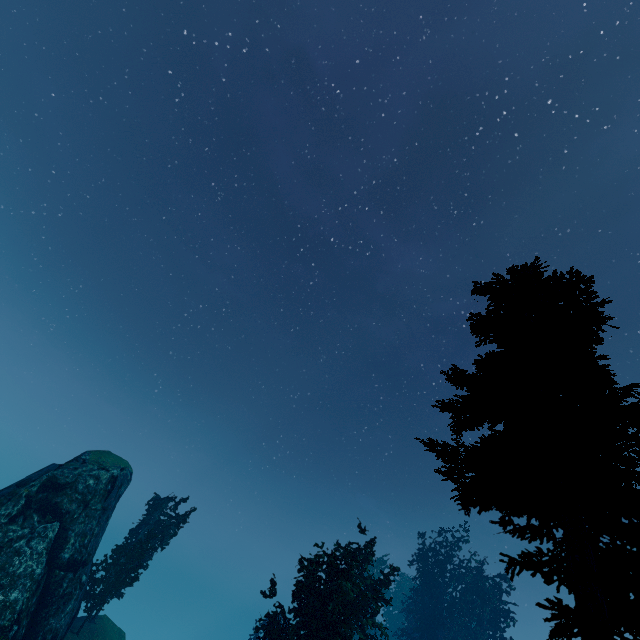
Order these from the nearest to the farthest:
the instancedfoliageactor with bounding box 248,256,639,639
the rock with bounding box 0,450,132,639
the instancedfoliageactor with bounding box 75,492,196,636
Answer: the instancedfoliageactor with bounding box 248,256,639,639
the rock with bounding box 0,450,132,639
the instancedfoliageactor with bounding box 75,492,196,636

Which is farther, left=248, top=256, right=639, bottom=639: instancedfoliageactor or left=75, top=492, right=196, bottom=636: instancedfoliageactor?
left=75, top=492, right=196, bottom=636: instancedfoliageactor

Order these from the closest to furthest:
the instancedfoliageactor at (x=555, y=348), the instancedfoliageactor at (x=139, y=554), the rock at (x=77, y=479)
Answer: the instancedfoliageactor at (x=555, y=348) → the rock at (x=77, y=479) → the instancedfoliageactor at (x=139, y=554)

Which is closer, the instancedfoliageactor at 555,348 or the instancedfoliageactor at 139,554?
the instancedfoliageactor at 555,348

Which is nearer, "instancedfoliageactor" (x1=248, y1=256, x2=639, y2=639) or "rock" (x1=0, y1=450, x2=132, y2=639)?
"instancedfoliageactor" (x1=248, y1=256, x2=639, y2=639)

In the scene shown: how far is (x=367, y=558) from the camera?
23.03m
